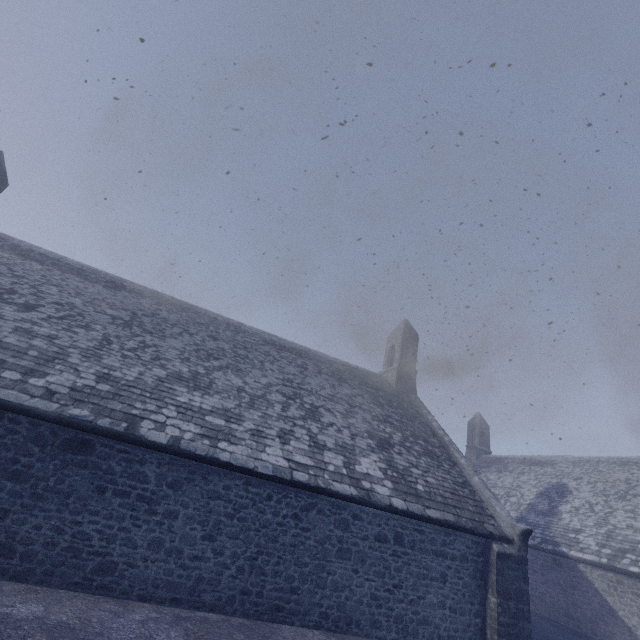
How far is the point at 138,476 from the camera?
7.2 meters
